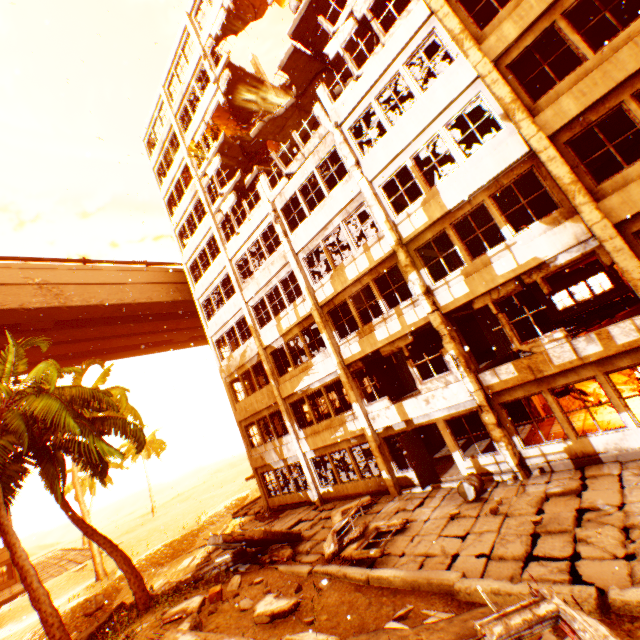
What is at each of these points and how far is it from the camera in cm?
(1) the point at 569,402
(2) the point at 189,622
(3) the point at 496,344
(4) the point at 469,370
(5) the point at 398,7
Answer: (1) rock pile, 1328
(2) rock pile, 757
(3) concrete beam, 1430
(4) pillar, 1086
(5) floor rubble, 1334

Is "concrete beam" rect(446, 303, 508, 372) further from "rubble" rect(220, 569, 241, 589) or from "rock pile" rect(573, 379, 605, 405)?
"rubble" rect(220, 569, 241, 589)

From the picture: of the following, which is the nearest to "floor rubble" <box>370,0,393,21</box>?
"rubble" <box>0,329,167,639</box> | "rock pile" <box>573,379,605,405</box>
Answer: "rubble" <box>0,329,167,639</box>

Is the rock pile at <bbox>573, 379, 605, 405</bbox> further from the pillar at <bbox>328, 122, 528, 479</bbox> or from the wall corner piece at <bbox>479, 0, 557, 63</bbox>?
the wall corner piece at <bbox>479, 0, 557, 63</bbox>

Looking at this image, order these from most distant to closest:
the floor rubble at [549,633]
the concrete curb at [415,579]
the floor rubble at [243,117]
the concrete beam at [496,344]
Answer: the floor rubble at [243,117]
the concrete beam at [496,344]
the concrete curb at [415,579]
the floor rubble at [549,633]

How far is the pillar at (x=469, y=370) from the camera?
10.2m

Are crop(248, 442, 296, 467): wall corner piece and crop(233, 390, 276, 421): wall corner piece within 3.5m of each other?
yes

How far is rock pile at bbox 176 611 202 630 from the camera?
7.4 meters
